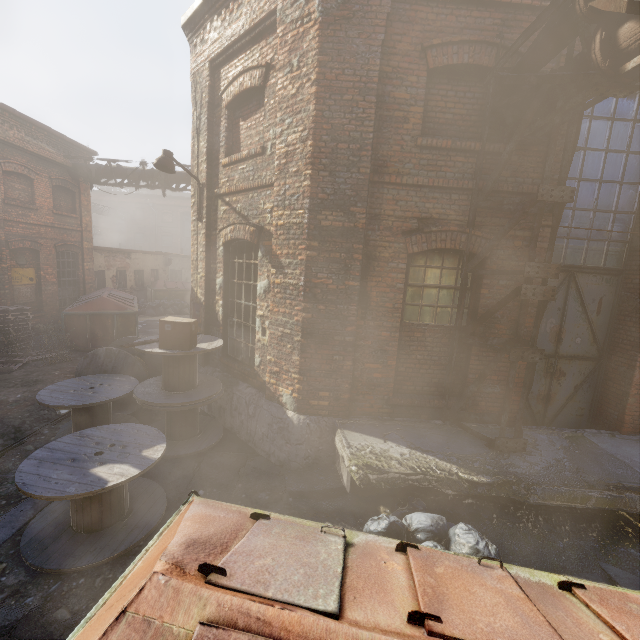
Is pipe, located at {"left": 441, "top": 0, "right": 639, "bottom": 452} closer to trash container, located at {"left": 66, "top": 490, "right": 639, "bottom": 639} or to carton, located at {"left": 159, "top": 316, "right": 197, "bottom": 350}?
trash container, located at {"left": 66, "top": 490, "right": 639, "bottom": 639}

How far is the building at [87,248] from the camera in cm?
1455

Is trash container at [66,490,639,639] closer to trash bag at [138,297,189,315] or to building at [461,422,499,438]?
building at [461,422,499,438]

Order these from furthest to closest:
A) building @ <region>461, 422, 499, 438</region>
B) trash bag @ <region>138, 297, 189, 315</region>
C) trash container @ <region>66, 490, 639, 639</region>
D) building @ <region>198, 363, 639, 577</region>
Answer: trash bag @ <region>138, 297, 189, 315</region> → building @ <region>461, 422, 499, 438</region> → building @ <region>198, 363, 639, 577</region> → trash container @ <region>66, 490, 639, 639</region>

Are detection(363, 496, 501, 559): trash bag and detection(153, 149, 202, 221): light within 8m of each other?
yes

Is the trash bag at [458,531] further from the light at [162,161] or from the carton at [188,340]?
the light at [162,161]

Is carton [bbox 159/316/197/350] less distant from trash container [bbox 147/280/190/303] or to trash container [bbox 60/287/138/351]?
trash container [bbox 60/287/138/351]

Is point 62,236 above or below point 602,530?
above
